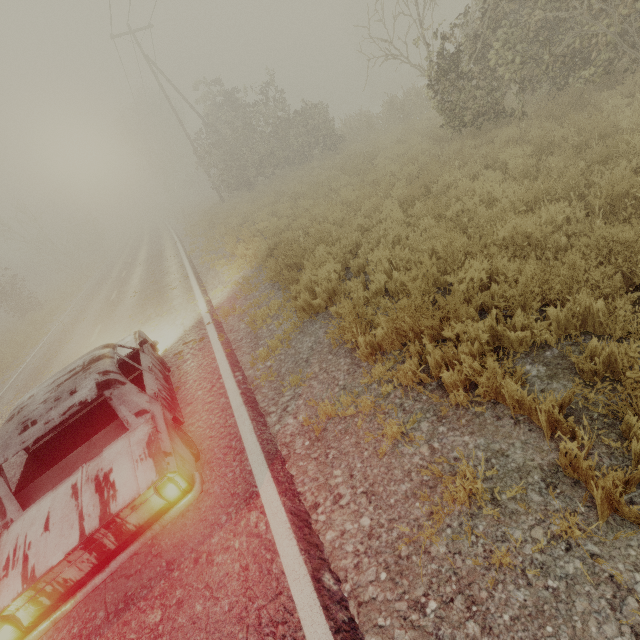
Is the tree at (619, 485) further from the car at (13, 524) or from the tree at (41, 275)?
the tree at (41, 275)

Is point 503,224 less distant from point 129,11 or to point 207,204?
point 129,11

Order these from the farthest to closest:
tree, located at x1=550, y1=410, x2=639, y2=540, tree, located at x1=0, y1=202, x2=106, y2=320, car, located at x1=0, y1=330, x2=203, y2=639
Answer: tree, located at x1=0, y1=202, x2=106, y2=320
car, located at x1=0, y1=330, x2=203, y2=639
tree, located at x1=550, y1=410, x2=639, y2=540

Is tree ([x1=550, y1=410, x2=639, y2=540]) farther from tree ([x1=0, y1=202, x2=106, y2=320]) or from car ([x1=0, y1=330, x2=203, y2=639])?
tree ([x1=0, y1=202, x2=106, y2=320])

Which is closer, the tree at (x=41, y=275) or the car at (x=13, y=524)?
the car at (x=13, y=524)

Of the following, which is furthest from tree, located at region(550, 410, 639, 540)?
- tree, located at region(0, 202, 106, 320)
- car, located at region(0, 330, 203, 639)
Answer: tree, located at region(0, 202, 106, 320)
